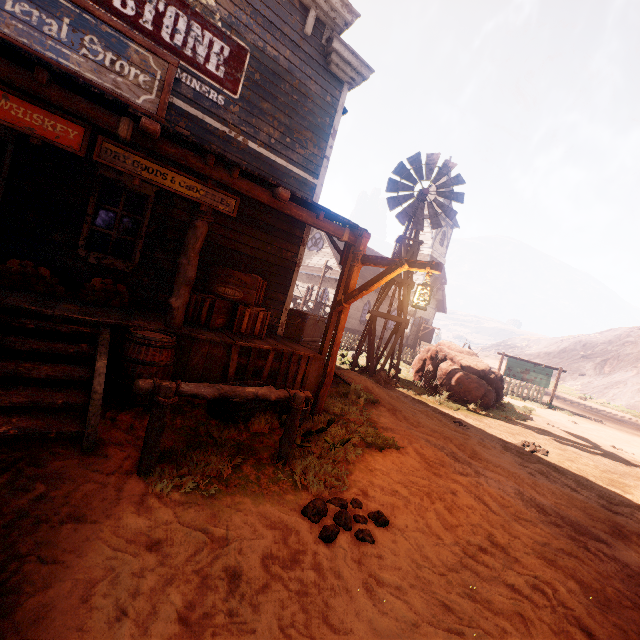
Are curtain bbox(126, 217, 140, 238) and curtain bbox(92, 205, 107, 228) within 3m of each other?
yes

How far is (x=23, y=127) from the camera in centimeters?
368cm

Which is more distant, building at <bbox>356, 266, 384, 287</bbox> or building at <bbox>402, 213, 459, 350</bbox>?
building at <bbox>402, 213, 459, 350</bbox>

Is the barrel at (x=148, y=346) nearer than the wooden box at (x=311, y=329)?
Yes

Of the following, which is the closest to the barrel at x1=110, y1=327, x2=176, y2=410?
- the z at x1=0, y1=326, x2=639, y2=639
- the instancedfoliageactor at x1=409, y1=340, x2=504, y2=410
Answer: the z at x1=0, y1=326, x2=639, y2=639

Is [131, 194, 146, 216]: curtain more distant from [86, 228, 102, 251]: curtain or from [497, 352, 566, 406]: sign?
[497, 352, 566, 406]: sign

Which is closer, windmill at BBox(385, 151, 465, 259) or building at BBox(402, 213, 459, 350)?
windmill at BBox(385, 151, 465, 259)

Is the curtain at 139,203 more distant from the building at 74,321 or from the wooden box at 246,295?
the wooden box at 246,295
